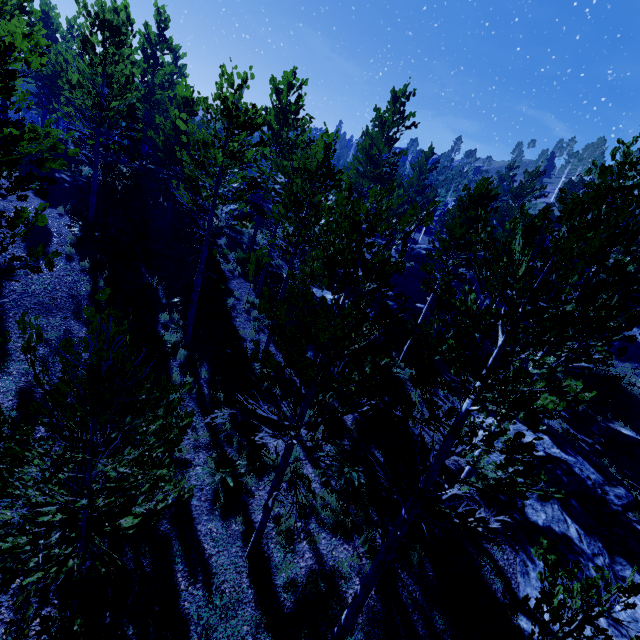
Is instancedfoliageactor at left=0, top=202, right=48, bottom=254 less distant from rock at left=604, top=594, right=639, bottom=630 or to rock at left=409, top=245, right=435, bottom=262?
rock at left=604, top=594, right=639, bottom=630

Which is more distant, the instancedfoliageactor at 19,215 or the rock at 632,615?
the rock at 632,615

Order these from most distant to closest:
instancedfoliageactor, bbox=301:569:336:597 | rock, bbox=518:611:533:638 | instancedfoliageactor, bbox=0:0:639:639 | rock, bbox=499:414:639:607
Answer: rock, bbox=499:414:639:607
rock, bbox=518:611:533:638
instancedfoliageactor, bbox=301:569:336:597
instancedfoliageactor, bbox=0:0:639:639

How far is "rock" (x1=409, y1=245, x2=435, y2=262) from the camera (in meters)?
41.94

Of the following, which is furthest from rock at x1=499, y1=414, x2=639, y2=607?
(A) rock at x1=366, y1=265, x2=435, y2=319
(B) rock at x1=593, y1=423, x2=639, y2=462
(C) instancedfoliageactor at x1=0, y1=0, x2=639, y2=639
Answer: (B) rock at x1=593, y1=423, x2=639, y2=462

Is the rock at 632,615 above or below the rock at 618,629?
above

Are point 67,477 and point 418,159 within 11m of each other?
no

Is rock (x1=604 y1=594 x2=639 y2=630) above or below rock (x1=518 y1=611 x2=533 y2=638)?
above
